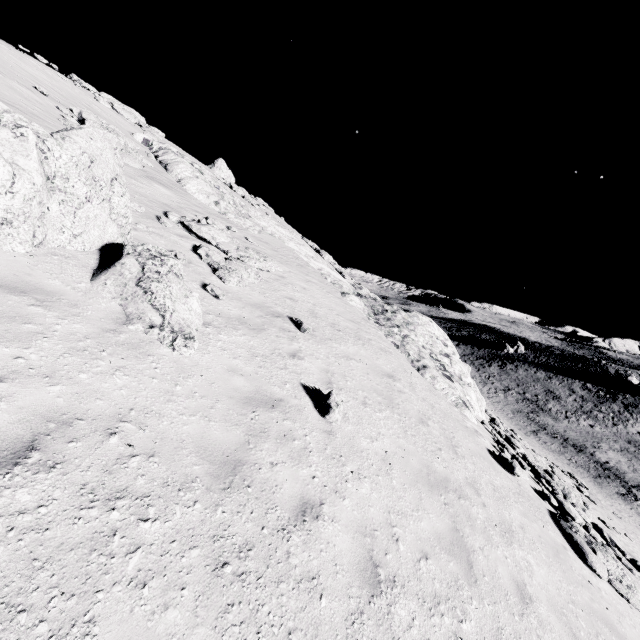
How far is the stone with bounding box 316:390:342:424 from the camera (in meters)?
6.50

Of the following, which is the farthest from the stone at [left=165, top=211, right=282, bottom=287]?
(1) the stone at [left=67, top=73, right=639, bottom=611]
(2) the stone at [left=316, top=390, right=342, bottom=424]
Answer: (2) the stone at [left=316, top=390, right=342, bottom=424]

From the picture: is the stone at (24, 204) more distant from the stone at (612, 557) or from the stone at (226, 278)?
the stone at (612, 557)

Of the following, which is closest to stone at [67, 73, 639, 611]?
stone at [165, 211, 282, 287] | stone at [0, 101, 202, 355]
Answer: stone at [165, 211, 282, 287]

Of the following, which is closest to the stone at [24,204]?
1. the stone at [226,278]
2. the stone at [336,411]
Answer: the stone at [226,278]

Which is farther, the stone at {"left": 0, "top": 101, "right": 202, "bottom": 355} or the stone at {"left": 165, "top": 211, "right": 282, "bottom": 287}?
the stone at {"left": 165, "top": 211, "right": 282, "bottom": 287}

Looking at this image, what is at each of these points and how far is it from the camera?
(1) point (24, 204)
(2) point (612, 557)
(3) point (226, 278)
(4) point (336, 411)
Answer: (1) stone, 5.3 meters
(2) stone, 9.2 meters
(3) stone, 9.6 meters
(4) stone, 6.5 meters

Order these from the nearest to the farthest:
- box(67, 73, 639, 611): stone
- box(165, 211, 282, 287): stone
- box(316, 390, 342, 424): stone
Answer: box(316, 390, 342, 424): stone → box(67, 73, 639, 611): stone → box(165, 211, 282, 287): stone
